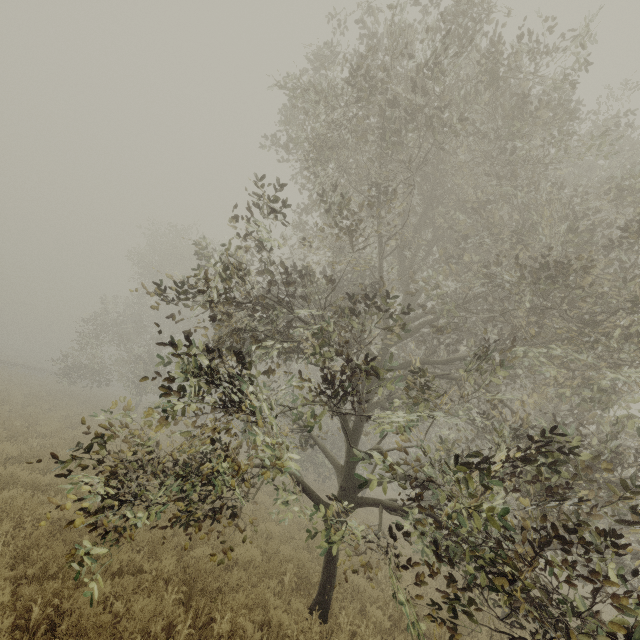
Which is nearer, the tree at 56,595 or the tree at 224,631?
the tree at 56,595

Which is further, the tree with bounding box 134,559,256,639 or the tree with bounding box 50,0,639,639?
the tree with bounding box 134,559,256,639

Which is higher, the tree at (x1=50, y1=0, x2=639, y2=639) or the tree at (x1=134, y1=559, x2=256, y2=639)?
the tree at (x1=50, y1=0, x2=639, y2=639)

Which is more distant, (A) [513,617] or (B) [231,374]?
(A) [513,617]
